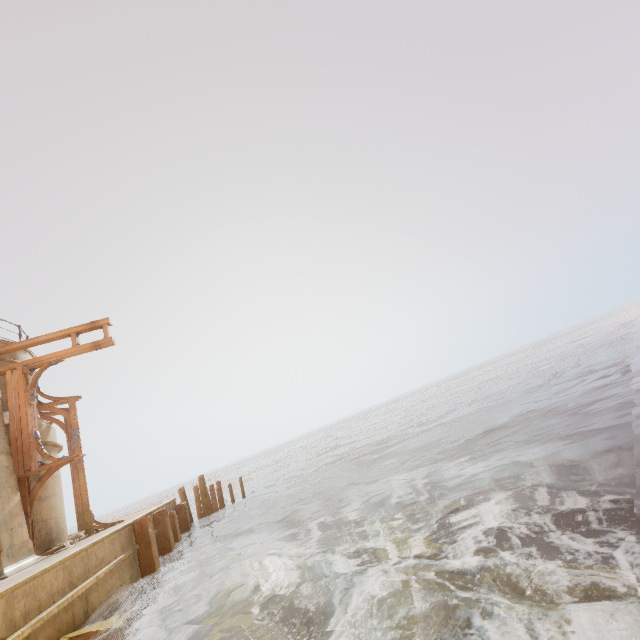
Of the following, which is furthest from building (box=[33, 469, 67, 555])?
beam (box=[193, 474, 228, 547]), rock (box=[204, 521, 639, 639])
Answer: beam (box=[193, 474, 228, 547])

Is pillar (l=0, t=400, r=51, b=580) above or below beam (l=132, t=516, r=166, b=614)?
above

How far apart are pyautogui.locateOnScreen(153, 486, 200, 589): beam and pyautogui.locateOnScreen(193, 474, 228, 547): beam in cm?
314

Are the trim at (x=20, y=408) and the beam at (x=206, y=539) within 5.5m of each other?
no

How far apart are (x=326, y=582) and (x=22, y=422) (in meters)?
10.03

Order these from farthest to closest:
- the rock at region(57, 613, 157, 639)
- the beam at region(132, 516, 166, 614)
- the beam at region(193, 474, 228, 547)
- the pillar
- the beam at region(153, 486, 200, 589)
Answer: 1. the beam at region(193, 474, 228, 547)
2. the beam at region(153, 486, 200, 589)
3. the beam at region(132, 516, 166, 614)
4. the pillar
5. the rock at region(57, 613, 157, 639)

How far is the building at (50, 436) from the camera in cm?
1076

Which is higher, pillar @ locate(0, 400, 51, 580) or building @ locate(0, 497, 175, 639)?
pillar @ locate(0, 400, 51, 580)
